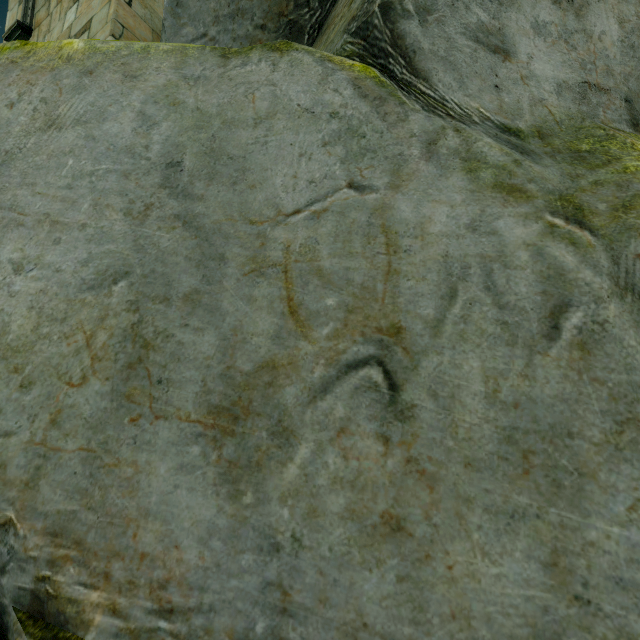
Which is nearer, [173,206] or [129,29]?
[173,206]
